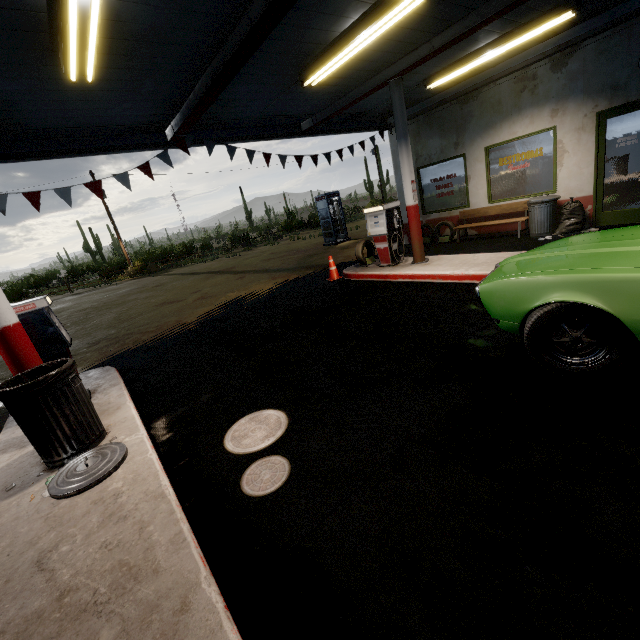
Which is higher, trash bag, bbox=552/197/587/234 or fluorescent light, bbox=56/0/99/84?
fluorescent light, bbox=56/0/99/84

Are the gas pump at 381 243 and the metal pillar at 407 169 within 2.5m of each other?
yes

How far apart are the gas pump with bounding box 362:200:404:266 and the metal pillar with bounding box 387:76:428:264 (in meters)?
0.20

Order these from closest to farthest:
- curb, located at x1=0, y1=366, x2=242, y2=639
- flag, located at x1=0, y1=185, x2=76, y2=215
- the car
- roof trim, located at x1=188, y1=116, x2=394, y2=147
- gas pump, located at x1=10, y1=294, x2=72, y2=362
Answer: curb, located at x1=0, y1=366, x2=242, y2=639
the car
gas pump, located at x1=10, y1=294, x2=72, y2=362
flag, located at x1=0, y1=185, x2=76, y2=215
roof trim, located at x1=188, y1=116, x2=394, y2=147

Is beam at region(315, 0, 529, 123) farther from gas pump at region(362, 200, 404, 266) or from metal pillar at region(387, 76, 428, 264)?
gas pump at region(362, 200, 404, 266)

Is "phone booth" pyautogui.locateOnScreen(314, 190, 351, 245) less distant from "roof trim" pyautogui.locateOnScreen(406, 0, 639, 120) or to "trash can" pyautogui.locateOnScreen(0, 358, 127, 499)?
"roof trim" pyautogui.locateOnScreen(406, 0, 639, 120)

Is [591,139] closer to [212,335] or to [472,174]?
[472,174]

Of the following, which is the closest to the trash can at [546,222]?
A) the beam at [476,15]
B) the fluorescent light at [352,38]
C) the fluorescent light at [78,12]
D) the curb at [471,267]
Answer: the curb at [471,267]
